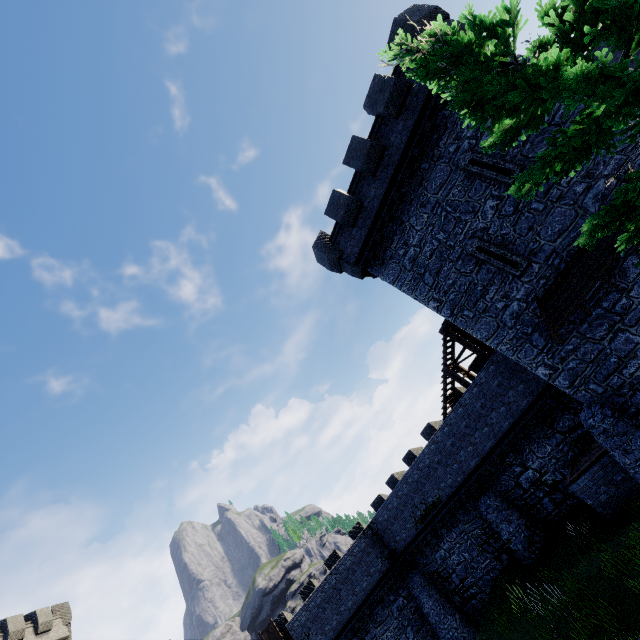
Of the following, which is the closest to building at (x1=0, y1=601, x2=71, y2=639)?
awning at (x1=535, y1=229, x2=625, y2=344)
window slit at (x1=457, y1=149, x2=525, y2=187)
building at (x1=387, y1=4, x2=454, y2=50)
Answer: building at (x1=387, y1=4, x2=454, y2=50)

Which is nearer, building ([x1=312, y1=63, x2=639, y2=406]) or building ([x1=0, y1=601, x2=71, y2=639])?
building ([x1=312, y1=63, x2=639, y2=406])

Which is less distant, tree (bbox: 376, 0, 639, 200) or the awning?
tree (bbox: 376, 0, 639, 200)

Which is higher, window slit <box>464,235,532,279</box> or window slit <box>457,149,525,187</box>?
window slit <box>457,149,525,187</box>

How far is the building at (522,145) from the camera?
11.0 meters

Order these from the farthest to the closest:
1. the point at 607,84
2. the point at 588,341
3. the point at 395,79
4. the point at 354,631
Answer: the point at 354,631, the point at 395,79, the point at 588,341, the point at 607,84

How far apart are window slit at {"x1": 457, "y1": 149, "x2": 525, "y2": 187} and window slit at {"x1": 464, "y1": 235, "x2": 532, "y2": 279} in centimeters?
185cm

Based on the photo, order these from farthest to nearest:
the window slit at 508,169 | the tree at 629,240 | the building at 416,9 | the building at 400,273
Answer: the building at 416,9 → the window slit at 508,169 → the building at 400,273 → the tree at 629,240
